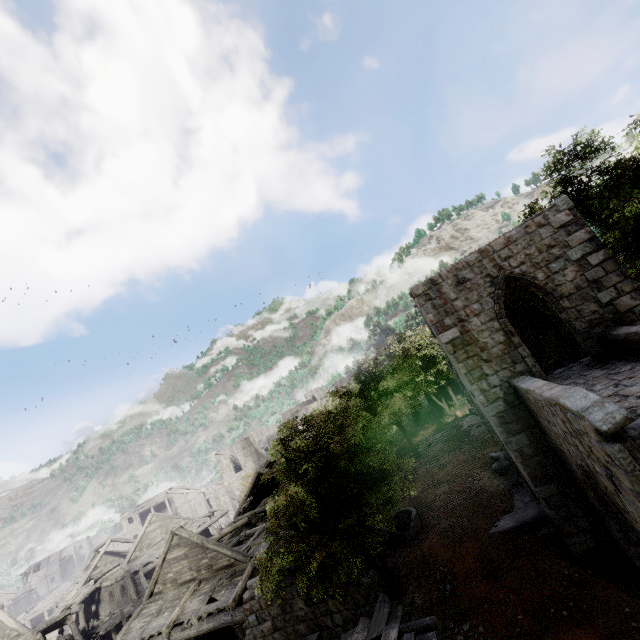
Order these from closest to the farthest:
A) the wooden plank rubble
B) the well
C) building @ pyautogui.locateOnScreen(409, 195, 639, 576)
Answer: building @ pyautogui.locateOnScreen(409, 195, 639, 576) < the wooden plank rubble < the well

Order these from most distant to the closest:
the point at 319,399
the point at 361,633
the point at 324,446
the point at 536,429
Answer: the point at 319,399
the point at 324,446
the point at 536,429
the point at 361,633

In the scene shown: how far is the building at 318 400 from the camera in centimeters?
3870cm

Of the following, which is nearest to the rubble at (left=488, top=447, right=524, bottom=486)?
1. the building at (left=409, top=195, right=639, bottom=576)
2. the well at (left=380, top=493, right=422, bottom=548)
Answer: the building at (left=409, top=195, right=639, bottom=576)

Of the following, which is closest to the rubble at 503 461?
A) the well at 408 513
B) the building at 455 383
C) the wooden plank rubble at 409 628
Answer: the building at 455 383

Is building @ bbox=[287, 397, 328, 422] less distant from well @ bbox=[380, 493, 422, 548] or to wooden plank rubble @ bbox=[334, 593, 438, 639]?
wooden plank rubble @ bbox=[334, 593, 438, 639]
